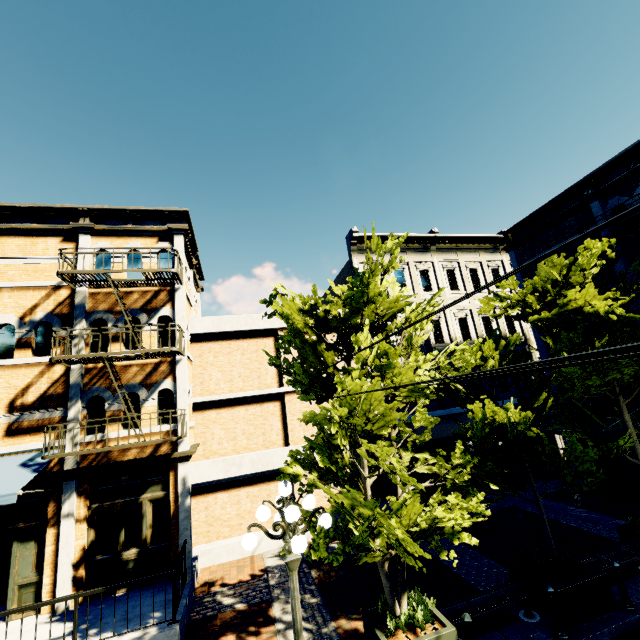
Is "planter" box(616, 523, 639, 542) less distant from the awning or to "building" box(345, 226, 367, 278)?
"building" box(345, 226, 367, 278)

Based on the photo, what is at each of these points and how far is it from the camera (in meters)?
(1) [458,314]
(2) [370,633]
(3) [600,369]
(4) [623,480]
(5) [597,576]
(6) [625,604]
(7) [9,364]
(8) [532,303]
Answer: (1) building, 18.20
(2) planter, 6.14
(3) tree, 7.61
(4) building, 12.42
(5) planter, 6.63
(6) post, 6.54
(7) building, 9.56
(8) tree, 8.79

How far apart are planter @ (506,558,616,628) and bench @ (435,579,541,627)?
0.11m

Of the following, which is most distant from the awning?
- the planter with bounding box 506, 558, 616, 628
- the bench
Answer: the planter with bounding box 506, 558, 616, 628

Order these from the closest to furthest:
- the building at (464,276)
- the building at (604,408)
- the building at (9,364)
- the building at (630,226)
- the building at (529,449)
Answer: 1. the building at (9,364)
2. the building at (630,226)
3. the building at (464,276)
4. the building at (604,408)
5. the building at (529,449)

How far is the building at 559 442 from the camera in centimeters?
1725cm

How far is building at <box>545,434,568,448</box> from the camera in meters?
17.2 m
